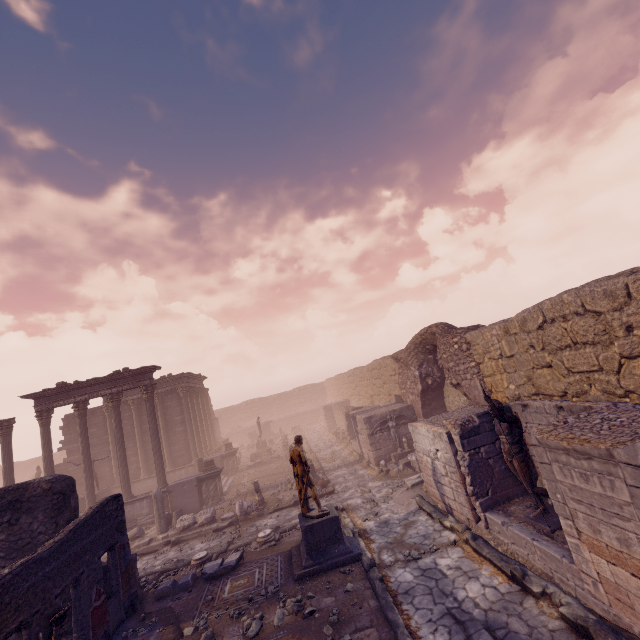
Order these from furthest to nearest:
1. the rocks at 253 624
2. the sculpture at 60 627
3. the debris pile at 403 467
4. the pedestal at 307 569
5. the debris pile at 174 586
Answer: the debris pile at 403 467 → the debris pile at 174 586 → the pedestal at 307 569 → the rocks at 253 624 → the sculpture at 60 627

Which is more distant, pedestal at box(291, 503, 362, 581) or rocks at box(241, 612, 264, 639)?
pedestal at box(291, 503, 362, 581)

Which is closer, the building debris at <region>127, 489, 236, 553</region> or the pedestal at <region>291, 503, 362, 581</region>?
the pedestal at <region>291, 503, 362, 581</region>

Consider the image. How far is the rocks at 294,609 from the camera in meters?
6.8 m

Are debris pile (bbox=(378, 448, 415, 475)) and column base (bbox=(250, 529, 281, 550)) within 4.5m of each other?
no

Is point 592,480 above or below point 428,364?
below

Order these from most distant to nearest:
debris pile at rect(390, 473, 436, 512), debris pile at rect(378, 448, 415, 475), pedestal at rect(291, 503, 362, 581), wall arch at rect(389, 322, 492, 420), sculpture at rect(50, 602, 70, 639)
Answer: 1. debris pile at rect(378, 448, 415, 475)
2. wall arch at rect(389, 322, 492, 420)
3. debris pile at rect(390, 473, 436, 512)
4. pedestal at rect(291, 503, 362, 581)
5. sculpture at rect(50, 602, 70, 639)

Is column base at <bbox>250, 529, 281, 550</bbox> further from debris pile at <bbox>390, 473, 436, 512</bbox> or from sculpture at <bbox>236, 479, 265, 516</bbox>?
debris pile at <bbox>390, 473, 436, 512</bbox>
